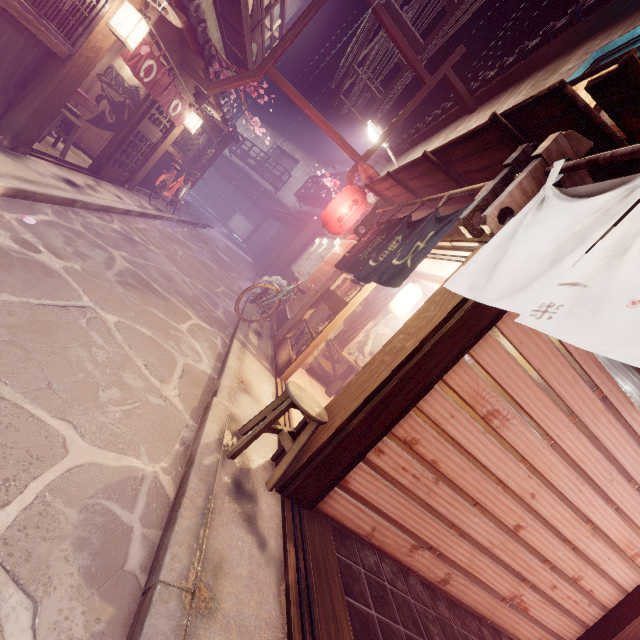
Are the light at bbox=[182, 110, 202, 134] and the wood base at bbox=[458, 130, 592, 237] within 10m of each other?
no

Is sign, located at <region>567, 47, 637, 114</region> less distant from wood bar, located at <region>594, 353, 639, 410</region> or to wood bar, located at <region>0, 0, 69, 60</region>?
wood bar, located at <region>594, 353, 639, 410</region>

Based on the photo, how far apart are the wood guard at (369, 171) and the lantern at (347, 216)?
0.3m

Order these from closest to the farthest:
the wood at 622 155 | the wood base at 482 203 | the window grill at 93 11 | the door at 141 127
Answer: the wood at 622 155 → the wood base at 482 203 → the window grill at 93 11 → the door at 141 127

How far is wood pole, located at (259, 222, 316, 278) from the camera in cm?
2511

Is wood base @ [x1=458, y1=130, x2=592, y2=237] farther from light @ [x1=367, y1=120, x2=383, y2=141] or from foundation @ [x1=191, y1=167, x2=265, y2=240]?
light @ [x1=367, y1=120, x2=383, y2=141]

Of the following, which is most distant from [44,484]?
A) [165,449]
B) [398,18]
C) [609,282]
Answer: [398,18]

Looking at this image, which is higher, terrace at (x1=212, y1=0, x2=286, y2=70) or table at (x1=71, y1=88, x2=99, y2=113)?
terrace at (x1=212, y1=0, x2=286, y2=70)
